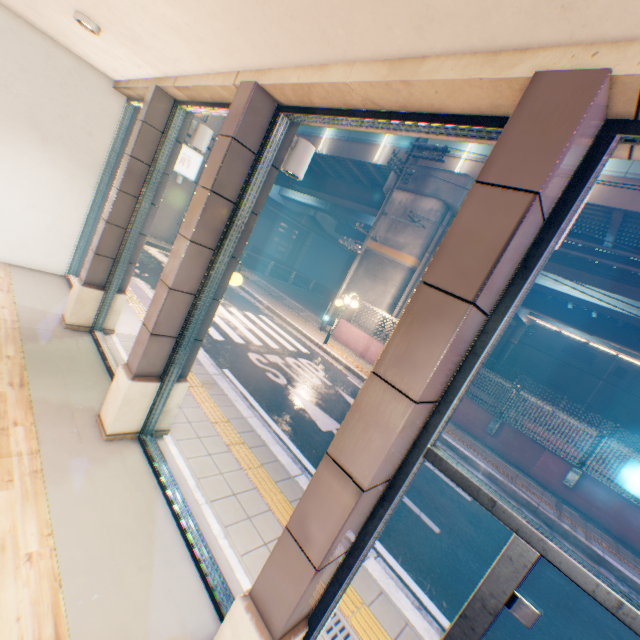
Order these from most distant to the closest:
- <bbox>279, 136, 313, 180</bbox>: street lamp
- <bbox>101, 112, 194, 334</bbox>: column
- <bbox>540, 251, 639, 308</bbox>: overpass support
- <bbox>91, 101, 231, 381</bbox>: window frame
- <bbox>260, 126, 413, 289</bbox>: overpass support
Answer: <bbox>260, 126, 413, 289</bbox>: overpass support < <bbox>540, 251, 639, 308</bbox>: overpass support < <bbox>101, 112, 194, 334</bbox>: column < <bbox>91, 101, 231, 381</bbox>: window frame < <bbox>279, 136, 313, 180</bbox>: street lamp

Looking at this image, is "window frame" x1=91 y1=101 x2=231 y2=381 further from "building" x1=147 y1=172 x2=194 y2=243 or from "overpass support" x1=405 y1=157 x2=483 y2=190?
"building" x1=147 y1=172 x2=194 y2=243

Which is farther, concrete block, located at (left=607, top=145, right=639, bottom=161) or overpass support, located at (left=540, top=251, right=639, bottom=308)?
overpass support, located at (left=540, top=251, right=639, bottom=308)

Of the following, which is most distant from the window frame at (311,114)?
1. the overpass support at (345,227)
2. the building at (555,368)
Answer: the building at (555,368)

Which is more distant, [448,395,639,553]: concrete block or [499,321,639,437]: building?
[499,321,639,437]: building

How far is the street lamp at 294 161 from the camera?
3.8 meters

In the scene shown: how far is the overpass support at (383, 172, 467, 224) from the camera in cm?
1448

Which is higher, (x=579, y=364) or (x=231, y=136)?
(x=579, y=364)
